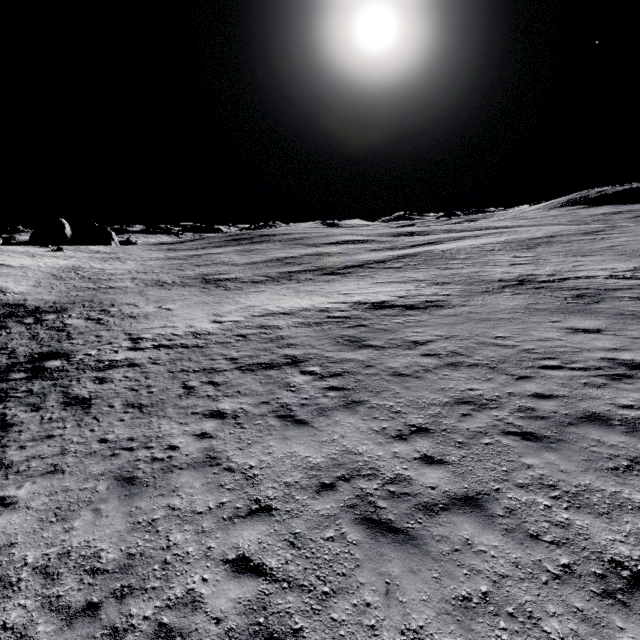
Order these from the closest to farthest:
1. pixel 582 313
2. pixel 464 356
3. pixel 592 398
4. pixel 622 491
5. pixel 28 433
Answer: pixel 622 491 < pixel 592 398 < pixel 28 433 < pixel 464 356 < pixel 582 313
